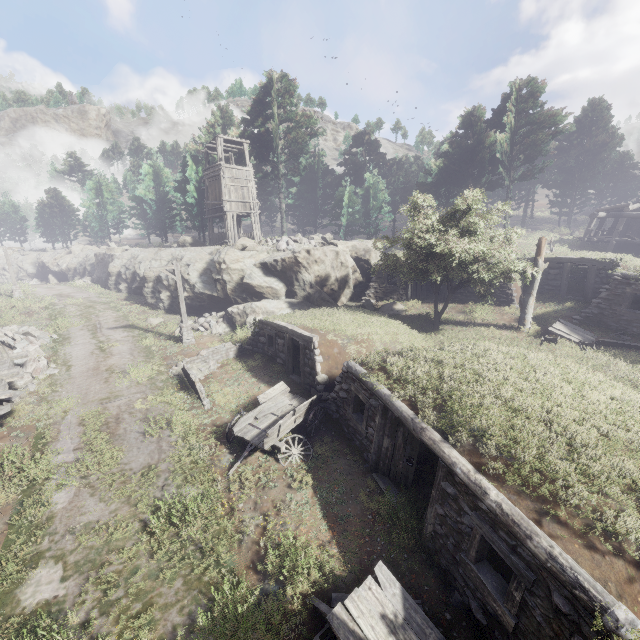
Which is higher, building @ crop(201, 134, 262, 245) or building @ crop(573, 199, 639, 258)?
building @ crop(201, 134, 262, 245)

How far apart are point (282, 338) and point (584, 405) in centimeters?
1150cm

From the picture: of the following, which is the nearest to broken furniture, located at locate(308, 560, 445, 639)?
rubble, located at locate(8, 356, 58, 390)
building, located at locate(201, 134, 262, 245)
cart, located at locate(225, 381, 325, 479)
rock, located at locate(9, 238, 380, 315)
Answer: cart, located at locate(225, 381, 325, 479)

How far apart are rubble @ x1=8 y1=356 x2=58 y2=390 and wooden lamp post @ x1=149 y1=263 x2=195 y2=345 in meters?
5.7 m

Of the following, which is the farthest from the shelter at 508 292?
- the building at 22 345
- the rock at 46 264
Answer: the building at 22 345

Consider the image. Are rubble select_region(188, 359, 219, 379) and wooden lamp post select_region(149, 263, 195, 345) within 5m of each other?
yes

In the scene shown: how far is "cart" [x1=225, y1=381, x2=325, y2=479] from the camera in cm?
1039

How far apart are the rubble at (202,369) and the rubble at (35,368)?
6.1m
